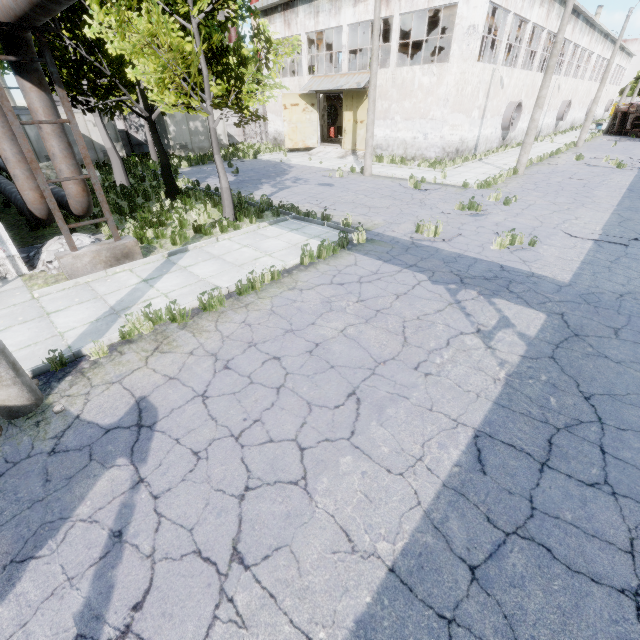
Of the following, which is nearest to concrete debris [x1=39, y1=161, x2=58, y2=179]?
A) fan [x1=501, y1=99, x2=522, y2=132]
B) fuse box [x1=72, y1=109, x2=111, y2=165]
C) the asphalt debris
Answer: fuse box [x1=72, y1=109, x2=111, y2=165]

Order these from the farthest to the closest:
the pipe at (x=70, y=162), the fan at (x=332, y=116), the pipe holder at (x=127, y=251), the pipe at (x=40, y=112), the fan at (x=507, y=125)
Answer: the fan at (x=332, y=116) → the fan at (x=507, y=125) → the pipe at (x=70, y=162) → the pipe at (x=40, y=112) → the pipe holder at (x=127, y=251)

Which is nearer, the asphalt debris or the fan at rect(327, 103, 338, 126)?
the asphalt debris

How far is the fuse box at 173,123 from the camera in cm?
2539

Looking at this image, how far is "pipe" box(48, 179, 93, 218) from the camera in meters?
8.7

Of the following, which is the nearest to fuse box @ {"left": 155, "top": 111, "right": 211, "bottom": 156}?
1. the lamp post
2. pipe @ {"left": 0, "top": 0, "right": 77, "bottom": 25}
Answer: pipe @ {"left": 0, "top": 0, "right": 77, "bottom": 25}

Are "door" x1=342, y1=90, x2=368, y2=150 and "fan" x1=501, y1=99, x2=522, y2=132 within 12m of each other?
yes

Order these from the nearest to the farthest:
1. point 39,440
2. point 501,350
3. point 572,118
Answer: point 39,440 → point 501,350 → point 572,118
